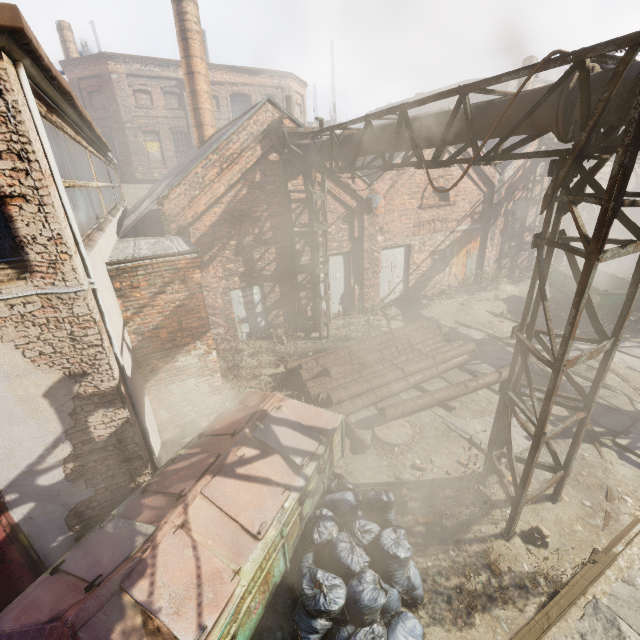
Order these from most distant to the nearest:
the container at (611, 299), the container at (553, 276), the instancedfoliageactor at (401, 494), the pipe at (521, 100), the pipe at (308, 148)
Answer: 1. the container at (553, 276)
2. the container at (611, 299)
3. the pipe at (308, 148)
4. the instancedfoliageactor at (401, 494)
5. the pipe at (521, 100)

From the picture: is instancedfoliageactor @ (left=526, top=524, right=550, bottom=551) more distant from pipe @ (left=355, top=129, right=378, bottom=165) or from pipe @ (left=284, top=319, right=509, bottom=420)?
pipe @ (left=355, top=129, right=378, bottom=165)

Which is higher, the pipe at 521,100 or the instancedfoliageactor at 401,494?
the pipe at 521,100

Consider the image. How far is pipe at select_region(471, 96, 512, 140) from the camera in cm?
431

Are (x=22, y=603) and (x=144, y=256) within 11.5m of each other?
yes

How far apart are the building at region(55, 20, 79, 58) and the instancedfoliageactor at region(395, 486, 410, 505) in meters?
35.2

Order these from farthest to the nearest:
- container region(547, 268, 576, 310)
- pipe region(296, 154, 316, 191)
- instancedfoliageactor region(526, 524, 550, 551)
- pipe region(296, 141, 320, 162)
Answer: container region(547, 268, 576, 310), pipe region(296, 154, 316, 191), pipe region(296, 141, 320, 162), instancedfoliageactor region(526, 524, 550, 551)

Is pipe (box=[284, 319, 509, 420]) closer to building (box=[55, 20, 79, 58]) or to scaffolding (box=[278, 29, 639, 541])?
scaffolding (box=[278, 29, 639, 541])
